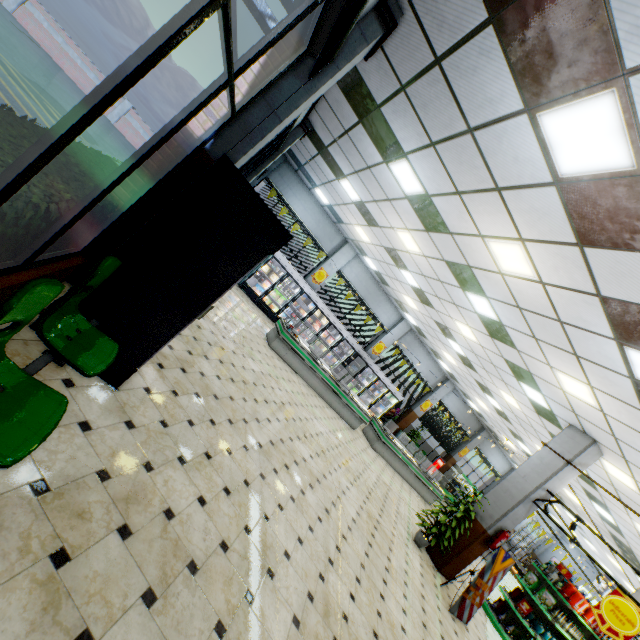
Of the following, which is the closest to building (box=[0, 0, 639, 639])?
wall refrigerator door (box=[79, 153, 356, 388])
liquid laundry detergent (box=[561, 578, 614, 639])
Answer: wall refrigerator door (box=[79, 153, 356, 388])

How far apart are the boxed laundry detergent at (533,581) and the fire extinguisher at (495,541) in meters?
2.5

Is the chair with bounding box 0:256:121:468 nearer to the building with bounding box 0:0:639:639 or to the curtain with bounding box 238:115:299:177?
the building with bounding box 0:0:639:639

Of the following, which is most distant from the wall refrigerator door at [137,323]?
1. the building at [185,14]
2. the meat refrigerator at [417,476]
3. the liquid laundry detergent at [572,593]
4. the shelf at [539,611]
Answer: the liquid laundry detergent at [572,593]

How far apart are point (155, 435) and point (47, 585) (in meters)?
1.50

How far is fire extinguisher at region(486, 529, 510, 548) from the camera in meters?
7.8 m

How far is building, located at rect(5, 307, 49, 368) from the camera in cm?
250
